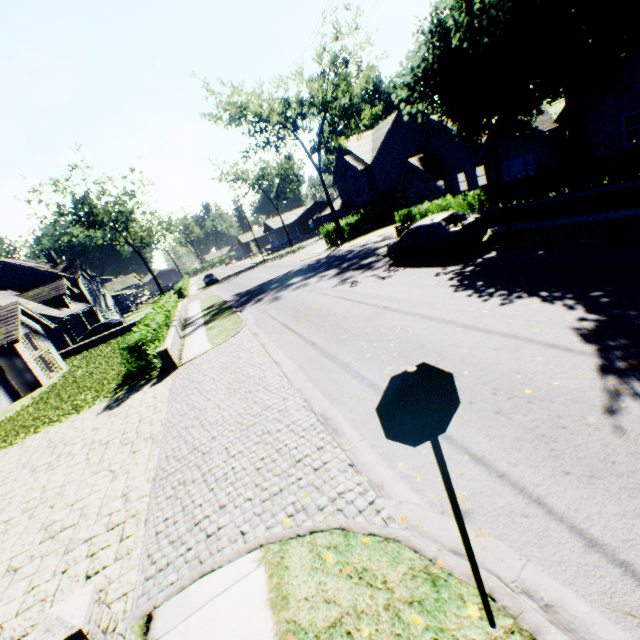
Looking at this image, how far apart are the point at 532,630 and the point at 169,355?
12.6m

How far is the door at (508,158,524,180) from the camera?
22.0 meters

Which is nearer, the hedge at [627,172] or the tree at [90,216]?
the hedge at [627,172]

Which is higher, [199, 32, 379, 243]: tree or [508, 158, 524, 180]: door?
[199, 32, 379, 243]: tree

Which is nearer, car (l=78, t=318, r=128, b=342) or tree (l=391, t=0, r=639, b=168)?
tree (l=391, t=0, r=639, b=168)

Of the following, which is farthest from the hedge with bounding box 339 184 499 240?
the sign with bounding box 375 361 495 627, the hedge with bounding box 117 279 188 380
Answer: the sign with bounding box 375 361 495 627

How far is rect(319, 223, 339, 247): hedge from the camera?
33.7 meters

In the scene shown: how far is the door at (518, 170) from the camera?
22.0 meters
